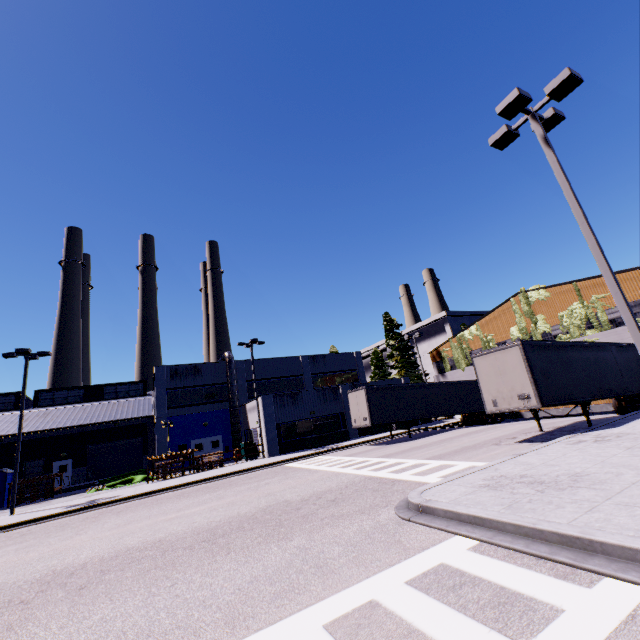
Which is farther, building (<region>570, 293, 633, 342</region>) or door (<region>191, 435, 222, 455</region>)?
door (<region>191, 435, 222, 455</region>)

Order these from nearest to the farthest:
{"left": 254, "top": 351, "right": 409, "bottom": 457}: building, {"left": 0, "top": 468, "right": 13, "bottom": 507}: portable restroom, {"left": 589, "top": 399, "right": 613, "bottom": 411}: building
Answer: {"left": 589, "top": 399, "right": 613, "bottom": 411}: building
{"left": 0, "top": 468, "right": 13, "bottom": 507}: portable restroom
{"left": 254, "top": 351, "right": 409, "bottom": 457}: building

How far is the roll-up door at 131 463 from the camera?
33.38m

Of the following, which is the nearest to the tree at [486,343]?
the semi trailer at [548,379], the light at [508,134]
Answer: the semi trailer at [548,379]

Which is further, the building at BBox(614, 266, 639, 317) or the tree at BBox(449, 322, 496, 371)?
the tree at BBox(449, 322, 496, 371)

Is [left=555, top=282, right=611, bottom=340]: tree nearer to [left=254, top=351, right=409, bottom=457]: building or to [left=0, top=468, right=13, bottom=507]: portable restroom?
[left=254, top=351, right=409, bottom=457]: building

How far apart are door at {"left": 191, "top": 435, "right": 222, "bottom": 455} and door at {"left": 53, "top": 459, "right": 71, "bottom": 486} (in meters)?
12.65

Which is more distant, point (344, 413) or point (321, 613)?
point (344, 413)
